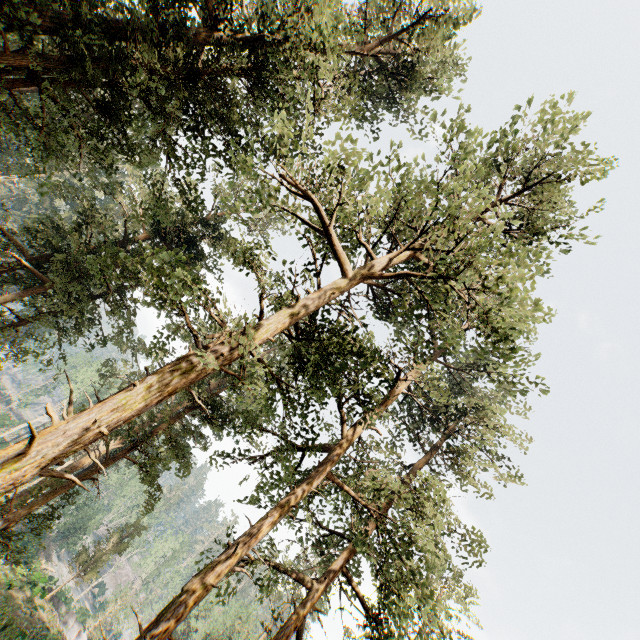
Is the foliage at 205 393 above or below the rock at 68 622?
above

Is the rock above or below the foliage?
below

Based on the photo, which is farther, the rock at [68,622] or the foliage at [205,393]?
the rock at [68,622]

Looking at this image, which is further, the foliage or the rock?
the rock

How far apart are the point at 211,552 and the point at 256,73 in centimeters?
2153cm
